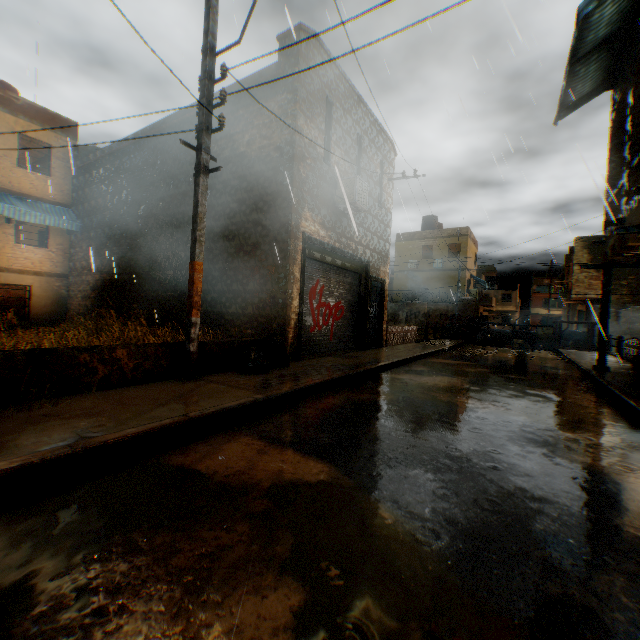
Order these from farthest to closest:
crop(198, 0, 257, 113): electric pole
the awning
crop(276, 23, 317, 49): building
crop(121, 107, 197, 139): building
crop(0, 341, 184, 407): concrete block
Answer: crop(121, 107, 197, 139): building
crop(276, 23, 317, 49): building
the awning
crop(198, 0, 257, 113): electric pole
crop(0, 341, 184, 407): concrete block

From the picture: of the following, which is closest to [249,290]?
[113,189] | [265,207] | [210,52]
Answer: [265,207]

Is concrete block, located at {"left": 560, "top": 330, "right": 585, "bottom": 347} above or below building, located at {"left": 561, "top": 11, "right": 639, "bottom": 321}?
below

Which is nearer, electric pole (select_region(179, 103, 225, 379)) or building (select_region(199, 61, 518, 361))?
electric pole (select_region(179, 103, 225, 379))

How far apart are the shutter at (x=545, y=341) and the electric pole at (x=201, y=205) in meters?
13.1

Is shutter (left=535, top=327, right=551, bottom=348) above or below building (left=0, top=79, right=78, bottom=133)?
below

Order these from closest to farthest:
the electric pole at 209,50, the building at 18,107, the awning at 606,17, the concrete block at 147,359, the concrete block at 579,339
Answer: the concrete block at 147,359 → the electric pole at 209,50 → the awning at 606,17 → the building at 18,107 → the concrete block at 579,339

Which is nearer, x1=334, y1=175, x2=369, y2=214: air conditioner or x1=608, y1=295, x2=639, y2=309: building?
x1=334, y1=175, x2=369, y2=214: air conditioner
